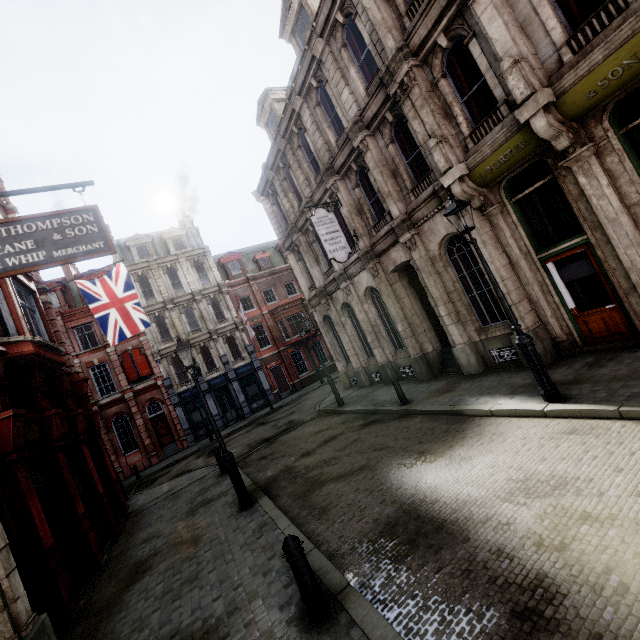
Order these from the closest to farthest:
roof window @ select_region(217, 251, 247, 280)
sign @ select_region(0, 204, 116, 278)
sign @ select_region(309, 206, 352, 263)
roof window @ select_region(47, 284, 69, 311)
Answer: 1. sign @ select_region(0, 204, 116, 278)
2. sign @ select_region(309, 206, 352, 263)
3. roof window @ select_region(47, 284, 69, 311)
4. roof window @ select_region(217, 251, 247, 280)

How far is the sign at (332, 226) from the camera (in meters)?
13.07

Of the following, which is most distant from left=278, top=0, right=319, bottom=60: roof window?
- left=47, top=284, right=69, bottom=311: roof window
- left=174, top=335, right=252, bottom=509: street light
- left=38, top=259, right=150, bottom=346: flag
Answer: left=47, top=284, right=69, bottom=311: roof window

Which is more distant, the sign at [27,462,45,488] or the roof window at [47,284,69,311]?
the roof window at [47,284,69,311]

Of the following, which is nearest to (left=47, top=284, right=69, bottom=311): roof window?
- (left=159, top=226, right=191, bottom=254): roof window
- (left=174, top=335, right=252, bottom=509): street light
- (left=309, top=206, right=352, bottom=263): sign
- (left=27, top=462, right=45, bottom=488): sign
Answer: (left=159, top=226, right=191, bottom=254): roof window

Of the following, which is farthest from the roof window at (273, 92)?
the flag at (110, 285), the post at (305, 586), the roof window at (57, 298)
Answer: the roof window at (57, 298)

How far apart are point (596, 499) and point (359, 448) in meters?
5.9 m

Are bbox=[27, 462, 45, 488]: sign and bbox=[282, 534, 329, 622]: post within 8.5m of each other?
yes
